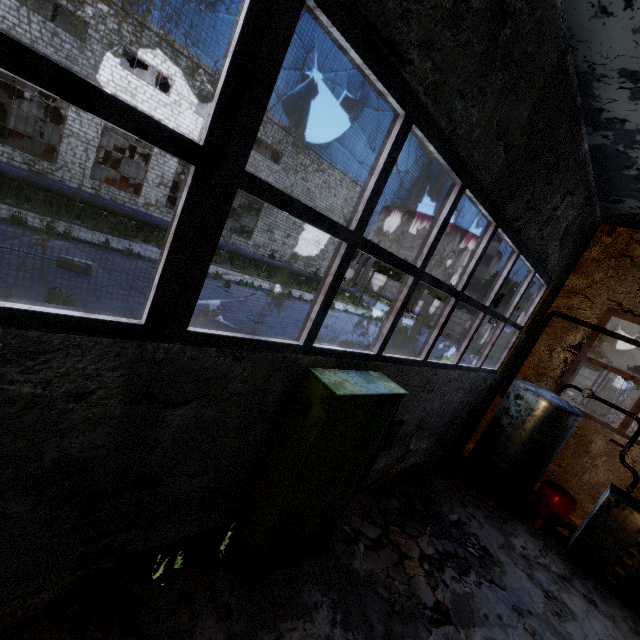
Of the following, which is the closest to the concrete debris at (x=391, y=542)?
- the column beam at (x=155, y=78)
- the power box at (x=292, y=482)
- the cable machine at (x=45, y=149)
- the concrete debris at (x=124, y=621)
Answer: the power box at (x=292, y=482)

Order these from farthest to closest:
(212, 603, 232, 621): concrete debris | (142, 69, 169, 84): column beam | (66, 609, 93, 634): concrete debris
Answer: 1. (142, 69, 169, 84): column beam
2. (212, 603, 232, 621): concrete debris
3. (66, 609, 93, 634): concrete debris

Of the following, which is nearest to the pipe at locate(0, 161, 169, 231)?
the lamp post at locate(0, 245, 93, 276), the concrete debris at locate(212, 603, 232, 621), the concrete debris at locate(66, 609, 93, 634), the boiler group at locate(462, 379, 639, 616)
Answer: the lamp post at locate(0, 245, 93, 276)

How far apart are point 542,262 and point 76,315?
7.4 meters

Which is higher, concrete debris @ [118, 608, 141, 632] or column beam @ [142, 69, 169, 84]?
column beam @ [142, 69, 169, 84]

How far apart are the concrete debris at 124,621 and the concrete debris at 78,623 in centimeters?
25cm

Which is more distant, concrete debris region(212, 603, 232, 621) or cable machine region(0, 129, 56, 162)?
cable machine region(0, 129, 56, 162)

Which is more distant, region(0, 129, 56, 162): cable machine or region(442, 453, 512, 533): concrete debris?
region(0, 129, 56, 162): cable machine
